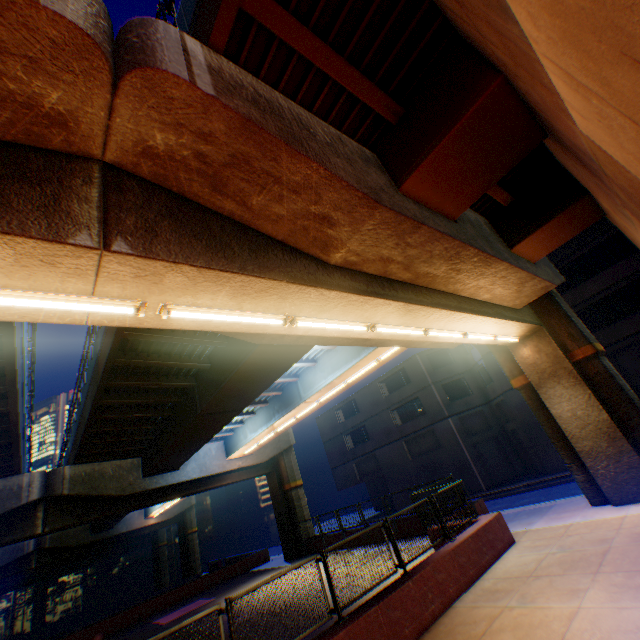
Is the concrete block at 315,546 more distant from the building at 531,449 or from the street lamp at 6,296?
the building at 531,449

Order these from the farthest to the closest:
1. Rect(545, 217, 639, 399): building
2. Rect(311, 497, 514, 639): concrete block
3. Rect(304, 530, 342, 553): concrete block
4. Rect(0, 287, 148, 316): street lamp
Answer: Rect(304, 530, 342, 553): concrete block, Rect(545, 217, 639, 399): building, Rect(311, 497, 514, 639): concrete block, Rect(0, 287, 148, 316): street lamp

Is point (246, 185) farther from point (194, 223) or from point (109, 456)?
point (109, 456)

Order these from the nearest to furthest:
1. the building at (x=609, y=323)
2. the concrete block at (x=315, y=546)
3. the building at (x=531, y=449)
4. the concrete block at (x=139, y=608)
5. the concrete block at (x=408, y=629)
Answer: the concrete block at (x=408, y=629) < the building at (x=609, y=323) < the concrete block at (x=139, y=608) < the concrete block at (x=315, y=546) < the building at (x=531, y=449)

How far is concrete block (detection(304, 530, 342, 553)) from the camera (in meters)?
21.16

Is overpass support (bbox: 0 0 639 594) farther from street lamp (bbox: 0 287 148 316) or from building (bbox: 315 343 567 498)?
building (bbox: 315 343 567 498)

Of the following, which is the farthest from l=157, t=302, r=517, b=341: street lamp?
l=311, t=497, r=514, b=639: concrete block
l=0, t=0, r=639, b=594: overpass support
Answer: l=311, t=497, r=514, b=639: concrete block

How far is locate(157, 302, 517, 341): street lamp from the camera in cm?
466
